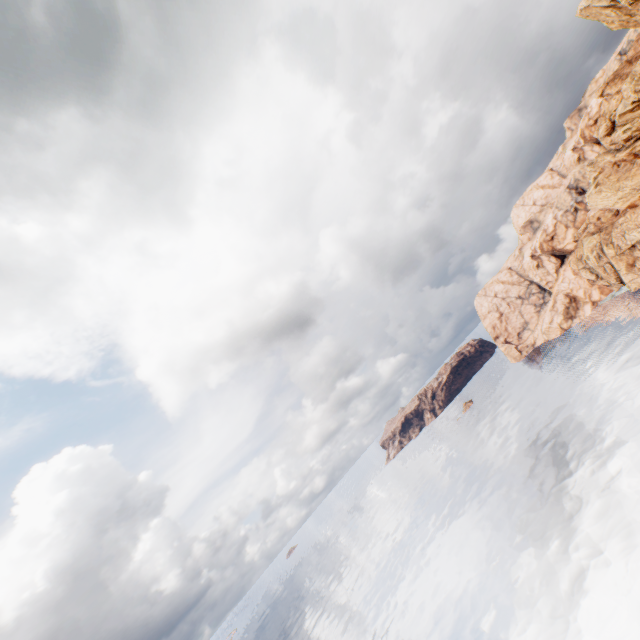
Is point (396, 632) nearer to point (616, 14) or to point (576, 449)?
point (576, 449)
